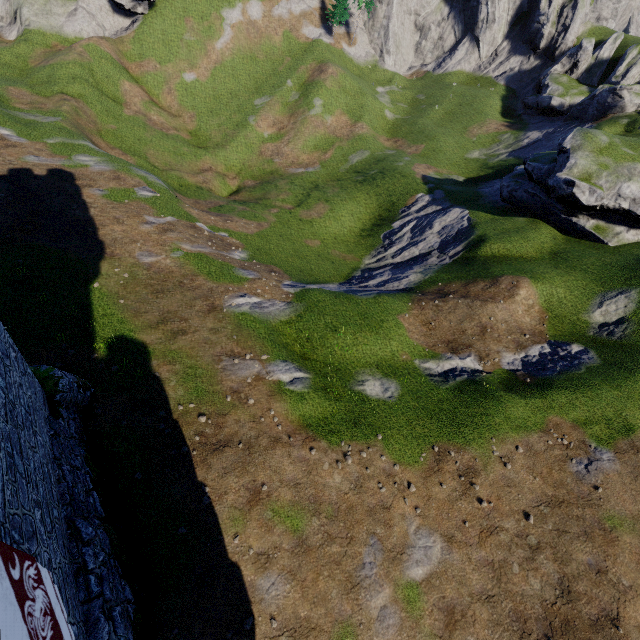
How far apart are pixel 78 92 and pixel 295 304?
41.7 meters

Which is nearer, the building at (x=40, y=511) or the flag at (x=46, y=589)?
the flag at (x=46, y=589)

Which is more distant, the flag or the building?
the building
